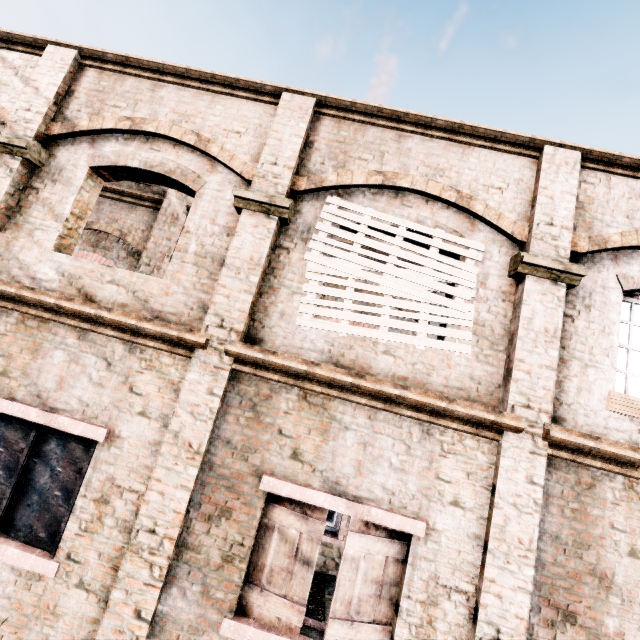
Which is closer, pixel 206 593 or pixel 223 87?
pixel 206 593
